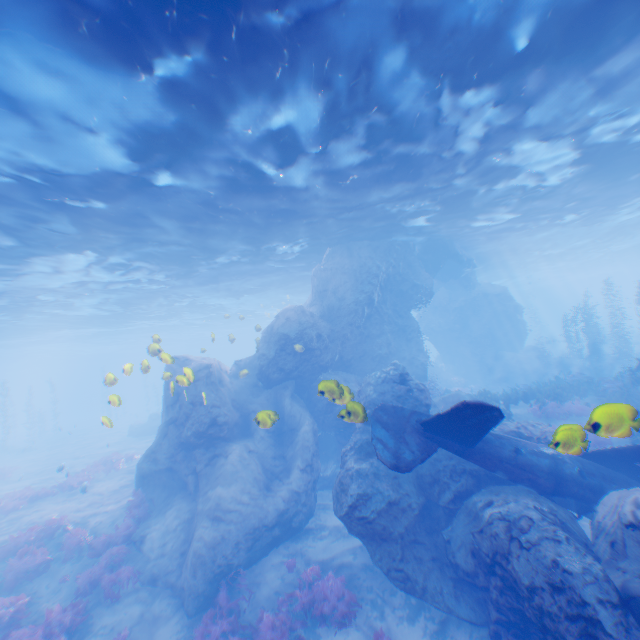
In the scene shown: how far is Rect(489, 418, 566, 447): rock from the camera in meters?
5.1 m

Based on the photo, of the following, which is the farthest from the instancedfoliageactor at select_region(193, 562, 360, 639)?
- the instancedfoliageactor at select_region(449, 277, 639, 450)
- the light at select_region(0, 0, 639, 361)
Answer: the instancedfoliageactor at select_region(449, 277, 639, 450)

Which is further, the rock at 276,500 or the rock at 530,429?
the rock at 276,500

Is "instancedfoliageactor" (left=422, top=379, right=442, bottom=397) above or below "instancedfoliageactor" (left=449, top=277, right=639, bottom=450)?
above

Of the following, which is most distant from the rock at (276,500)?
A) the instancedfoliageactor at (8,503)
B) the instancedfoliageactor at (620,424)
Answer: the instancedfoliageactor at (8,503)

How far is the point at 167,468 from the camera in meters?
14.5 m

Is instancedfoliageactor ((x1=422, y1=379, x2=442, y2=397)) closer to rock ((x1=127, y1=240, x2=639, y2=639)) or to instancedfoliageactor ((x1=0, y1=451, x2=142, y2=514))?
rock ((x1=127, y1=240, x2=639, y2=639))

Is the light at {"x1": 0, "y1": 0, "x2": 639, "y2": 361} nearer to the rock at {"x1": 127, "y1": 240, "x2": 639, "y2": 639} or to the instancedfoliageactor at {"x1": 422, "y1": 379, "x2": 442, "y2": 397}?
the rock at {"x1": 127, "y1": 240, "x2": 639, "y2": 639}
